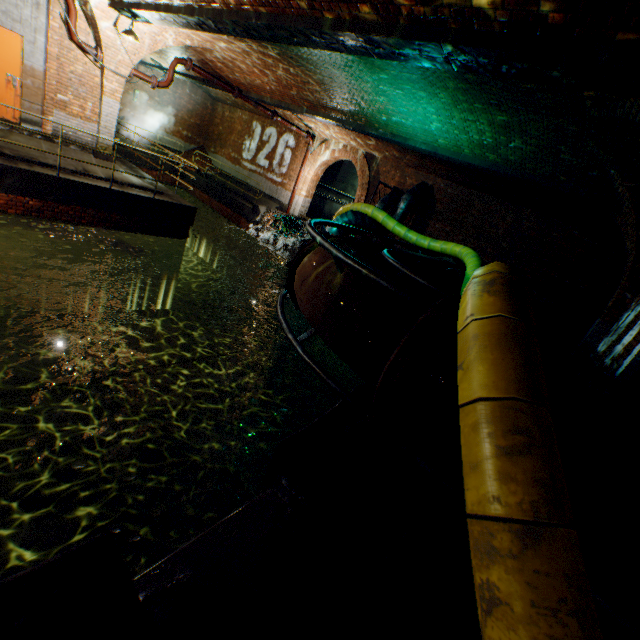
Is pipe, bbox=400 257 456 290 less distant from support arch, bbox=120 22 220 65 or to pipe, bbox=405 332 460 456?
pipe, bbox=405 332 460 456

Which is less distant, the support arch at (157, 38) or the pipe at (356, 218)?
the support arch at (157, 38)

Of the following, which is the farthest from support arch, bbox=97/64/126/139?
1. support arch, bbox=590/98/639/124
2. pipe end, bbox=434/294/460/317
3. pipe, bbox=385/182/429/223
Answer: pipe end, bbox=434/294/460/317

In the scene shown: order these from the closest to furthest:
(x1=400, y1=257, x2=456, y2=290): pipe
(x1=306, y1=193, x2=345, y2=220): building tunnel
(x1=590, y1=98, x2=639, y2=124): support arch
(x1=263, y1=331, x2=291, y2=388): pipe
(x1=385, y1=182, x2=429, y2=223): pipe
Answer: (x1=590, y1=98, x2=639, y2=124): support arch → (x1=400, y1=257, x2=456, y2=290): pipe → (x1=263, y1=331, x2=291, y2=388): pipe → (x1=385, y1=182, x2=429, y2=223): pipe → (x1=306, y1=193, x2=345, y2=220): building tunnel

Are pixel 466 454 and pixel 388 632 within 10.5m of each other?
yes

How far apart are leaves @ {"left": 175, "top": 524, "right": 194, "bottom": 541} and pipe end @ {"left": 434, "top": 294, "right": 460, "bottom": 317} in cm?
203

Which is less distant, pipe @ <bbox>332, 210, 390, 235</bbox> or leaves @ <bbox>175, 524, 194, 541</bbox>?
leaves @ <bbox>175, 524, 194, 541</bbox>

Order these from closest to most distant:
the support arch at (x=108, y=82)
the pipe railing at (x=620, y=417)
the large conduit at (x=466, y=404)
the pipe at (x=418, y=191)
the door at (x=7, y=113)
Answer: the large conduit at (x=466, y=404)
the pipe railing at (x=620, y=417)
the door at (x=7, y=113)
the support arch at (x=108, y=82)
the pipe at (x=418, y=191)
